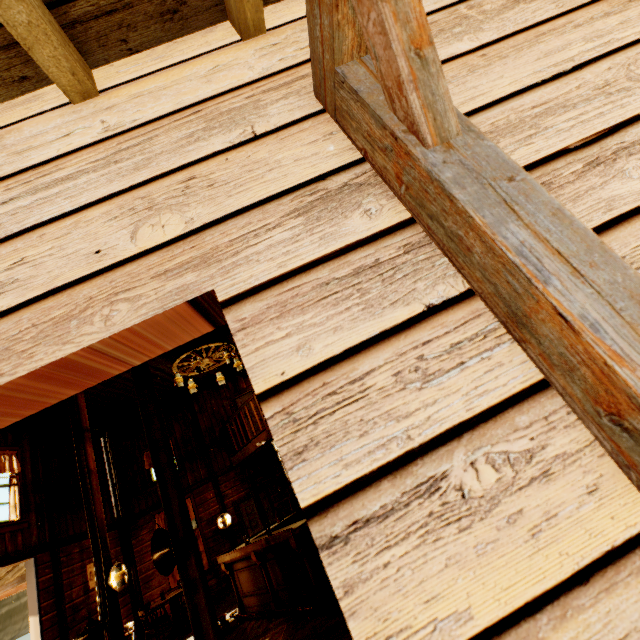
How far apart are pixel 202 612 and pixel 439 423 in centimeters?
360cm

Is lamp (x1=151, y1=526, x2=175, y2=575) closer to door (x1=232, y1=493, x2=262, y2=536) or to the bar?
the bar

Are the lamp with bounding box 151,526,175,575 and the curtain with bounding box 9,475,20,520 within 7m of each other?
yes

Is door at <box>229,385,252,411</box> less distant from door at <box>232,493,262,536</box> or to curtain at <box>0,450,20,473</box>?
door at <box>232,493,262,536</box>

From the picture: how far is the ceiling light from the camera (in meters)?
6.41

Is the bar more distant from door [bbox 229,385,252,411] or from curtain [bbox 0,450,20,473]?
curtain [bbox 0,450,20,473]

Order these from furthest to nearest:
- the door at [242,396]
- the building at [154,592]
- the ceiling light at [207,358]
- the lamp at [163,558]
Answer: the door at [242,396]
the ceiling light at [207,358]
the lamp at [163,558]
the building at [154,592]

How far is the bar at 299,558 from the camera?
4.96m
